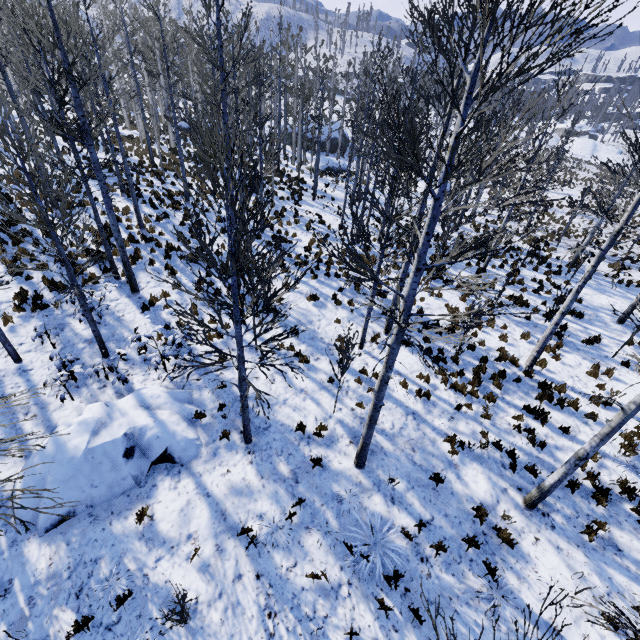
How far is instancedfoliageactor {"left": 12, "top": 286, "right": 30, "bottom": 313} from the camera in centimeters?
998cm

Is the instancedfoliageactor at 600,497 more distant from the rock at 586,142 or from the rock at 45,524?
the rock at 586,142

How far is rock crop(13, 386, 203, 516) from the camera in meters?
6.4 m

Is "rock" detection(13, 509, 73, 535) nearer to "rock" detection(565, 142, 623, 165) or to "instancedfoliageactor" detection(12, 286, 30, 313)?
"instancedfoliageactor" detection(12, 286, 30, 313)

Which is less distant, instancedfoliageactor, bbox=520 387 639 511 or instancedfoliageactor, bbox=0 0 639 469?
instancedfoliageactor, bbox=0 0 639 469

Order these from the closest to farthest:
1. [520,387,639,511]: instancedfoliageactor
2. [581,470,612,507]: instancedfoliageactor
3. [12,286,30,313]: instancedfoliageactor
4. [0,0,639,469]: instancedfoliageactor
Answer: [0,0,639,469]: instancedfoliageactor
[520,387,639,511]: instancedfoliageactor
[581,470,612,507]: instancedfoliageactor
[12,286,30,313]: instancedfoliageactor

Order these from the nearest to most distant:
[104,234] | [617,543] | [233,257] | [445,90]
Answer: [445,90] → [233,257] → [617,543] → [104,234]

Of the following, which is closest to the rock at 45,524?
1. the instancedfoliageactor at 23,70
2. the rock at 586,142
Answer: the instancedfoliageactor at 23,70
